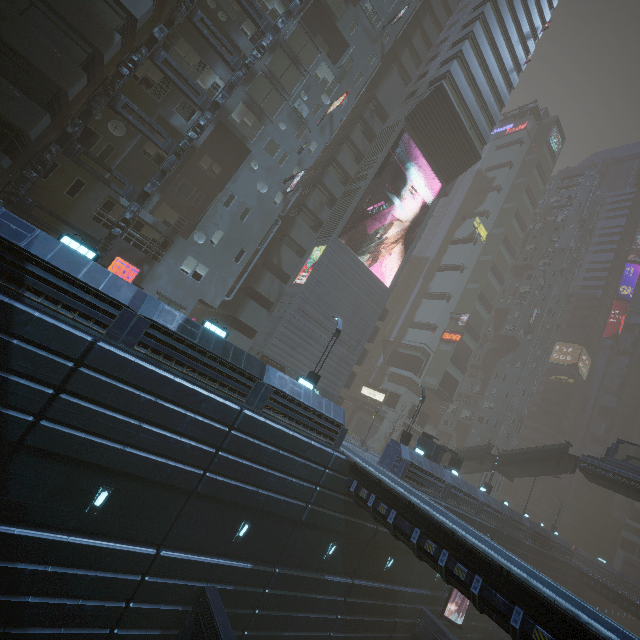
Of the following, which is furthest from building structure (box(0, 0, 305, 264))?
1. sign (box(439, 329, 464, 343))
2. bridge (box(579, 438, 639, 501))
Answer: sign (box(439, 329, 464, 343))

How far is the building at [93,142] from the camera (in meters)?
19.89

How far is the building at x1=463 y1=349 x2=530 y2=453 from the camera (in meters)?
56.81

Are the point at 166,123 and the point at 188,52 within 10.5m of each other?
yes

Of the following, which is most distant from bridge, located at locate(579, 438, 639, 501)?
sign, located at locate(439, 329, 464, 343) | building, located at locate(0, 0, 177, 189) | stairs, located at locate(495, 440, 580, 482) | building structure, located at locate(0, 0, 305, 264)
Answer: building structure, located at locate(0, 0, 305, 264)

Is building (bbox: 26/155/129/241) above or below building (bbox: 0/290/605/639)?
above

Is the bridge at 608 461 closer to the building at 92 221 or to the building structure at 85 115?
the building at 92 221

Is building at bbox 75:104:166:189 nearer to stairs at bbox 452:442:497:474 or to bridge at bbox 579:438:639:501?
stairs at bbox 452:442:497:474
